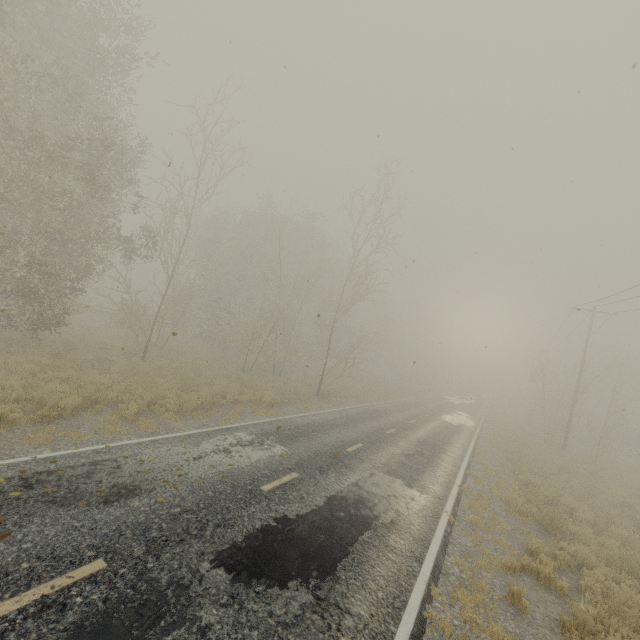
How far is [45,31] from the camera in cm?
1166
